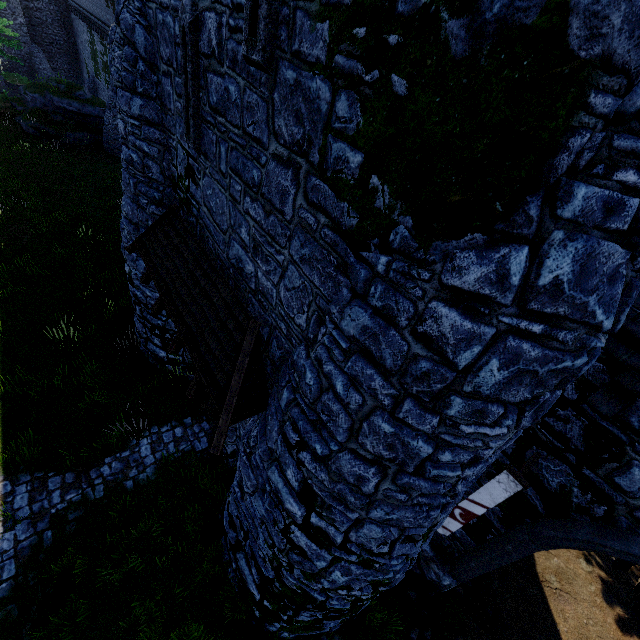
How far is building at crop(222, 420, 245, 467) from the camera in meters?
8.3 m

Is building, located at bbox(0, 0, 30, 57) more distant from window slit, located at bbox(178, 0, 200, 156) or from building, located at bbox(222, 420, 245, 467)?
window slit, located at bbox(178, 0, 200, 156)

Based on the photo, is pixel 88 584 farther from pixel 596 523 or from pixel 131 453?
pixel 596 523

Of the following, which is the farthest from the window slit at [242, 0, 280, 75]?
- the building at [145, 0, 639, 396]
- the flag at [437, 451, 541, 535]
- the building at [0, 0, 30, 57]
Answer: the building at [0, 0, 30, 57]

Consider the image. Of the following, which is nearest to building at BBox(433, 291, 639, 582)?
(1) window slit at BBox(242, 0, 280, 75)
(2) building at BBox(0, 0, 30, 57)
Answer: (1) window slit at BBox(242, 0, 280, 75)

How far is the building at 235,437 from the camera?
8.3 meters

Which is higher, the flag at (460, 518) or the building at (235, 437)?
the flag at (460, 518)

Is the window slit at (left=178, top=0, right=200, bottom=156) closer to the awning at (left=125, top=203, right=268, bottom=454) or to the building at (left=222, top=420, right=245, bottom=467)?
the building at (left=222, top=420, right=245, bottom=467)
